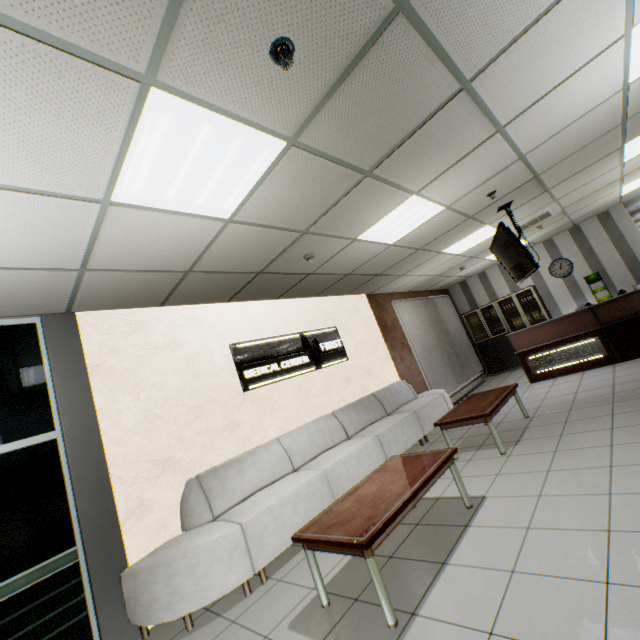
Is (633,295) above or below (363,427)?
above

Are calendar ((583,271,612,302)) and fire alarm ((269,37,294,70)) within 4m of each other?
no

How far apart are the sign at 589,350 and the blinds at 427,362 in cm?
195

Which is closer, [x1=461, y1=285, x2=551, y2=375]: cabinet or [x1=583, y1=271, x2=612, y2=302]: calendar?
[x1=583, y1=271, x2=612, y2=302]: calendar

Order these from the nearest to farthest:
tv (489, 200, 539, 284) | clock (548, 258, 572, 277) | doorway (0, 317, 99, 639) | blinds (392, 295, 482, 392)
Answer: doorway (0, 317, 99, 639)
tv (489, 200, 539, 284)
blinds (392, 295, 482, 392)
clock (548, 258, 572, 277)

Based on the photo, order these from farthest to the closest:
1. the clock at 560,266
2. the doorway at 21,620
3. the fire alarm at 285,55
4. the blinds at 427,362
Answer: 1. the clock at 560,266
2. the blinds at 427,362
3. the doorway at 21,620
4. the fire alarm at 285,55

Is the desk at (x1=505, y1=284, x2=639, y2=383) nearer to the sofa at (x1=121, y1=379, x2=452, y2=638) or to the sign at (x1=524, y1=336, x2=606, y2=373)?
the sign at (x1=524, y1=336, x2=606, y2=373)

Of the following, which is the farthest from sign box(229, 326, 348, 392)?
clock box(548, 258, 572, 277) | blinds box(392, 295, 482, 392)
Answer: clock box(548, 258, 572, 277)
